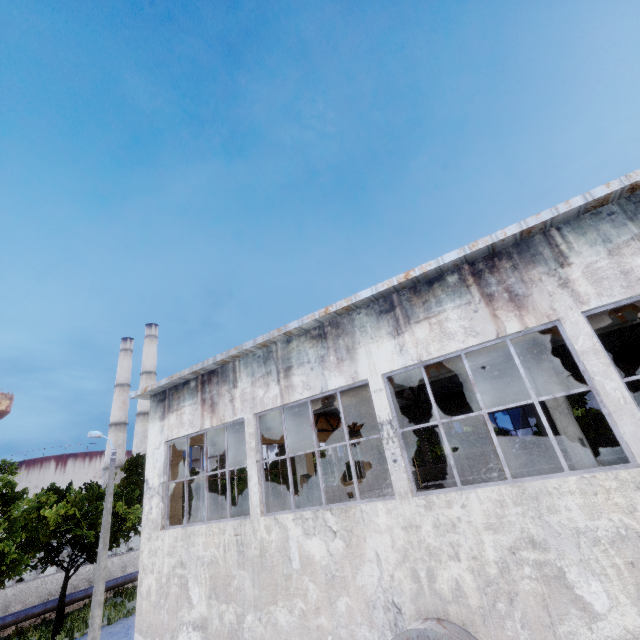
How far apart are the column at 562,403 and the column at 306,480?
7.45m

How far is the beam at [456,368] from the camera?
9.6m

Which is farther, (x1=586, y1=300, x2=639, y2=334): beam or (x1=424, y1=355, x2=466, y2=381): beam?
(x1=424, y1=355, x2=466, y2=381): beam

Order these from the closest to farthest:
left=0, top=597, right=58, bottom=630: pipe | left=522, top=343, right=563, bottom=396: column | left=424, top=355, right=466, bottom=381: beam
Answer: left=522, top=343, right=563, bottom=396: column < left=424, top=355, right=466, bottom=381: beam < left=0, top=597, right=58, bottom=630: pipe

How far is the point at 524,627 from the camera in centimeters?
517cm

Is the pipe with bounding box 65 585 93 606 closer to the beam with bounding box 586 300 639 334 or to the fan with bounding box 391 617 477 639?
the beam with bounding box 586 300 639 334

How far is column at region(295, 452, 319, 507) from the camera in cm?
1086

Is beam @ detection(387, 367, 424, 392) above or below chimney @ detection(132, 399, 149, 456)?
below
